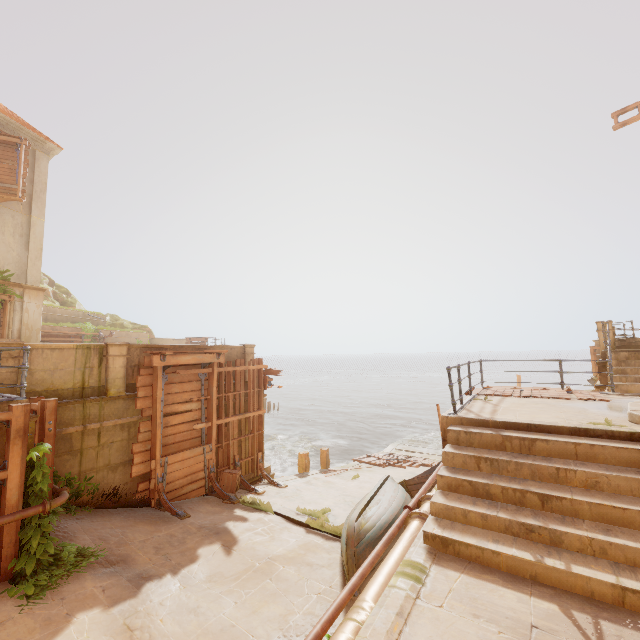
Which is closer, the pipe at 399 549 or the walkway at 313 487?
the pipe at 399 549

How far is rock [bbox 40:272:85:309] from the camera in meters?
31.4 m

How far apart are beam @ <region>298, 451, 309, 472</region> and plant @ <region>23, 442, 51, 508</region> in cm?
932

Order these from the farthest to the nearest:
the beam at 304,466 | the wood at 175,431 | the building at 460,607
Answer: the beam at 304,466
the wood at 175,431
the building at 460,607

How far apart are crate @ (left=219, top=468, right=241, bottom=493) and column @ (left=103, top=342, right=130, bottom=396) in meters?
4.2 m

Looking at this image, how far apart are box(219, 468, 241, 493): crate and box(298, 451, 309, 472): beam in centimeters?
418cm

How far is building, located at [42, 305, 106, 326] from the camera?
23.7m

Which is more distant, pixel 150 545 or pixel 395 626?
pixel 150 545
